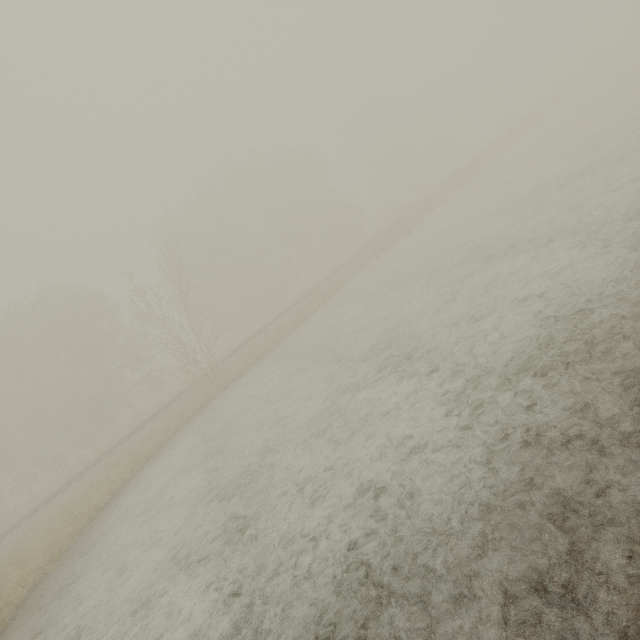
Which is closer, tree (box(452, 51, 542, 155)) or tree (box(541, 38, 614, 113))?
tree (box(452, 51, 542, 155))

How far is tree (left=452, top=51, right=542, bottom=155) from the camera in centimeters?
3493cm

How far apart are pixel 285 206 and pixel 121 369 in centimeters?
2596cm

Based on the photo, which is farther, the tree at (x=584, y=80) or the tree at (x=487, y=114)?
Answer: the tree at (x=584, y=80)

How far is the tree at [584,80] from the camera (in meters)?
37.94
